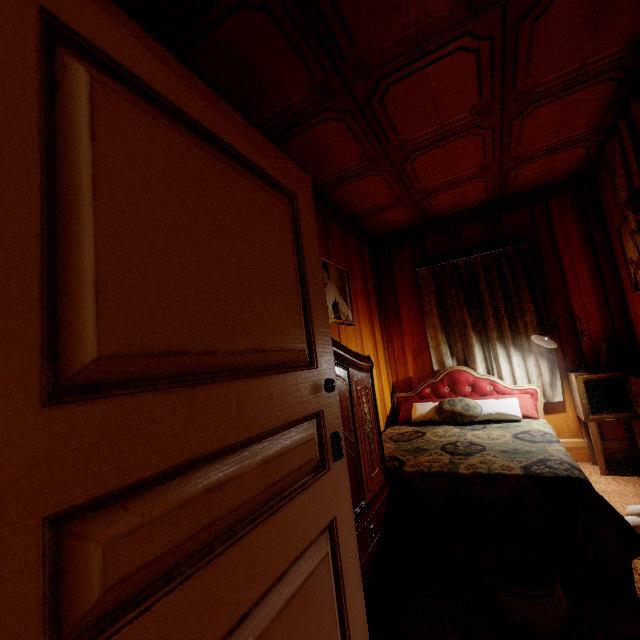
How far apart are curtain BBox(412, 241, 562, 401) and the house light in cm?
20

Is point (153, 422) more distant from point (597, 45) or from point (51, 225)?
point (597, 45)

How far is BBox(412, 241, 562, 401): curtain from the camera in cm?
339

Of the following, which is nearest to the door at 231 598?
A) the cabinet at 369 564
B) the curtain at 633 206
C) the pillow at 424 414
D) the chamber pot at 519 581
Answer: the cabinet at 369 564

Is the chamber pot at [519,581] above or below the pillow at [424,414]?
below

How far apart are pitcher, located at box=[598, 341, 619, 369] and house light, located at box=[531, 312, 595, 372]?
0.2m

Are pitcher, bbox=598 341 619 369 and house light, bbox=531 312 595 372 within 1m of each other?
yes

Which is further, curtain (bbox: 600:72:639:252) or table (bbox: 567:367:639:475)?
table (bbox: 567:367:639:475)
